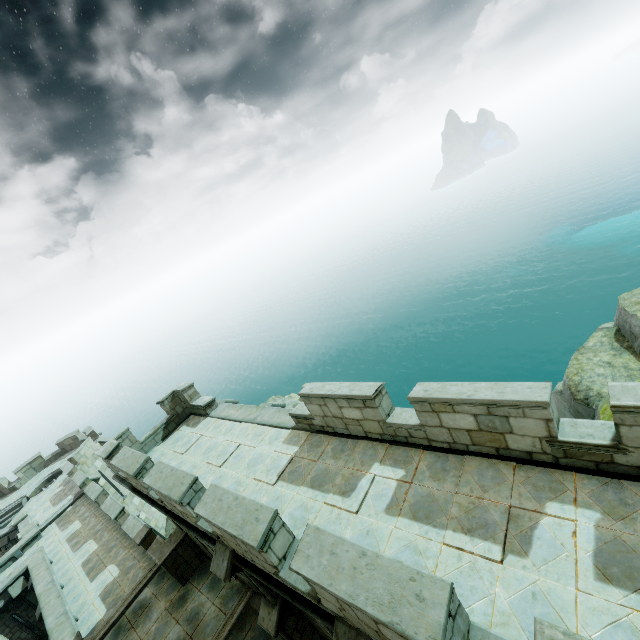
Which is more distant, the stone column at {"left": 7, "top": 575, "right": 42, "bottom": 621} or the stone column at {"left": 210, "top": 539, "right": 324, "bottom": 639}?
the stone column at {"left": 7, "top": 575, "right": 42, "bottom": 621}

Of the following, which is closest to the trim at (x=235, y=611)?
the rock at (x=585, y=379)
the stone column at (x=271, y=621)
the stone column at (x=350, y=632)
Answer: the stone column at (x=271, y=621)

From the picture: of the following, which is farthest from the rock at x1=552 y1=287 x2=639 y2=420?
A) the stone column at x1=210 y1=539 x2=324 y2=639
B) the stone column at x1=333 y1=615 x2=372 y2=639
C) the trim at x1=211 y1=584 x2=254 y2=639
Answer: the trim at x1=211 y1=584 x2=254 y2=639

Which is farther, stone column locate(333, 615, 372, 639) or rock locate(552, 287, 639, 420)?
rock locate(552, 287, 639, 420)

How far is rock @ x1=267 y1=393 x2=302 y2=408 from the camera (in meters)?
39.42

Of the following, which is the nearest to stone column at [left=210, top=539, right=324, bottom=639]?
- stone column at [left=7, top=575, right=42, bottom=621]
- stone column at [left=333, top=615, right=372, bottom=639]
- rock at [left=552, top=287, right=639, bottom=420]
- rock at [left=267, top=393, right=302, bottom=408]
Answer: stone column at [left=333, top=615, right=372, bottom=639]

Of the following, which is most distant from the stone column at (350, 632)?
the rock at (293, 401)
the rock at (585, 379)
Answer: the rock at (293, 401)

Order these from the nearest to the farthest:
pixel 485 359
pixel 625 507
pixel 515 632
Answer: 1. pixel 515 632
2. pixel 625 507
3. pixel 485 359
